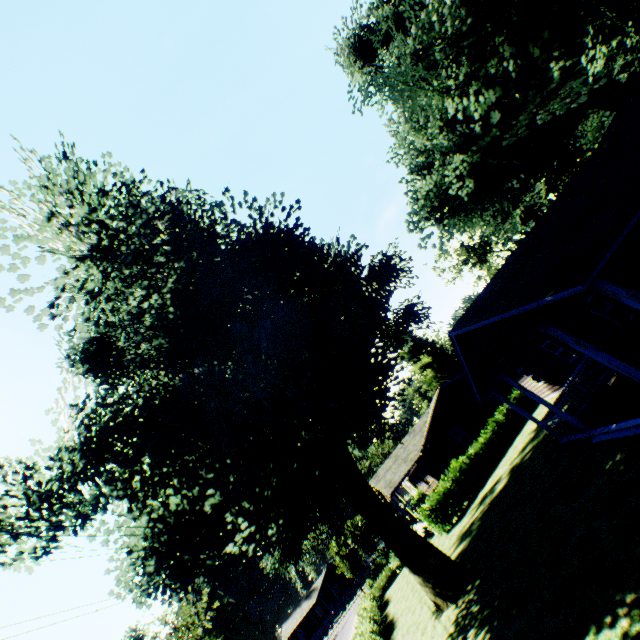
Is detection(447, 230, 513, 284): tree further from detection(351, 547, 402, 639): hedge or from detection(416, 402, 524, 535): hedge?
detection(416, 402, 524, 535): hedge

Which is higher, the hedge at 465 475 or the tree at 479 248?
the tree at 479 248

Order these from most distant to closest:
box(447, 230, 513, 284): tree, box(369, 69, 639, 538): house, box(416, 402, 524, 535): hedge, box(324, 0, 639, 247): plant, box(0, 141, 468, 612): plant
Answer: box(447, 230, 513, 284): tree < box(416, 402, 524, 535): hedge < box(324, 0, 639, 247): plant < box(0, 141, 468, 612): plant < box(369, 69, 639, 538): house

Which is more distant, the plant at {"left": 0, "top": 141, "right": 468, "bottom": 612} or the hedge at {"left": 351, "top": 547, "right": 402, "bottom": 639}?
the hedge at {"left": 351, "top": 547, "right": 402, "bottom": 639}

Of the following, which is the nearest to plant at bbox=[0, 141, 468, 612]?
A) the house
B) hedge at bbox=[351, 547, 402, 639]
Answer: the house

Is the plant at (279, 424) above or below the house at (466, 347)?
above

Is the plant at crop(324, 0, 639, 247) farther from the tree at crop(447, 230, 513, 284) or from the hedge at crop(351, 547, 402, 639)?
the tree at crop(447, 230, 513, 284)

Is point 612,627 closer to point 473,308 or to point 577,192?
point 473,308
